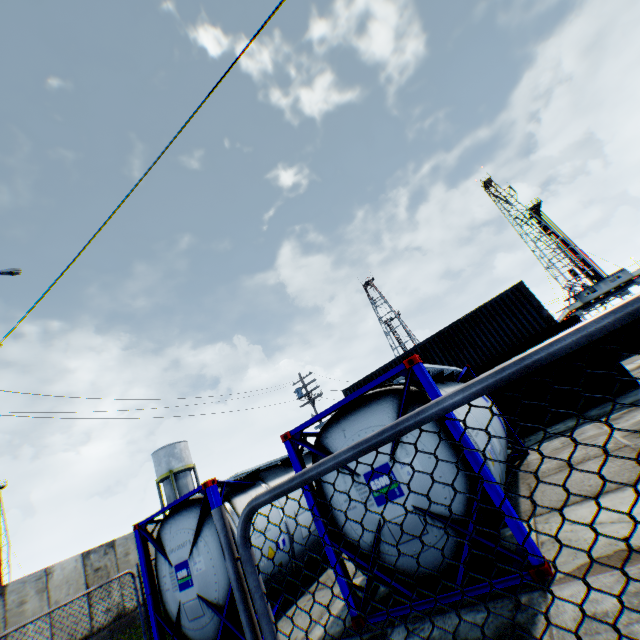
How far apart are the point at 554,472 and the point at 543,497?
1.33m

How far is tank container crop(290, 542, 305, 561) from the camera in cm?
756

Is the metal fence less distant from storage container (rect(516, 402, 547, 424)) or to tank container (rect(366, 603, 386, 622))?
tank container (rect(366, 603, 386, 622))

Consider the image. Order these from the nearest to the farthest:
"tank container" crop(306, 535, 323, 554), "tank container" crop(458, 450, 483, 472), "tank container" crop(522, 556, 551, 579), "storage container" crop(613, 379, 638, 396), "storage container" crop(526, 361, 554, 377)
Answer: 1. "tank container" crop(522, 556, 551, 579)
2. "tank container" crop(458, 450, 483, 472)
3. "tank container" crop(306, 535, 323, 554)
4. "storage container" crop(613, 379, 638, 396)
5. "storage container" crop(526, 361, 554, 377)

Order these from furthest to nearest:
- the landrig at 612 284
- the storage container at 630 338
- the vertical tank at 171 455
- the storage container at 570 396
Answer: the landrig at 612 284 → the vertical tank at 171 455 → the storage container at 630 338 → the storage container at 570 396

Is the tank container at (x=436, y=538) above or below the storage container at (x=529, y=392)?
below

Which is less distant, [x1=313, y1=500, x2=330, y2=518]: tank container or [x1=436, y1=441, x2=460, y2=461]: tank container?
[x1=436, y1=441, x2=460, y2=461]: tank container

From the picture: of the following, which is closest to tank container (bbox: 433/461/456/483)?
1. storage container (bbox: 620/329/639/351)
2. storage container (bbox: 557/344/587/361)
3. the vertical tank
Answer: storage container (bbox: 557/344/587/361)
